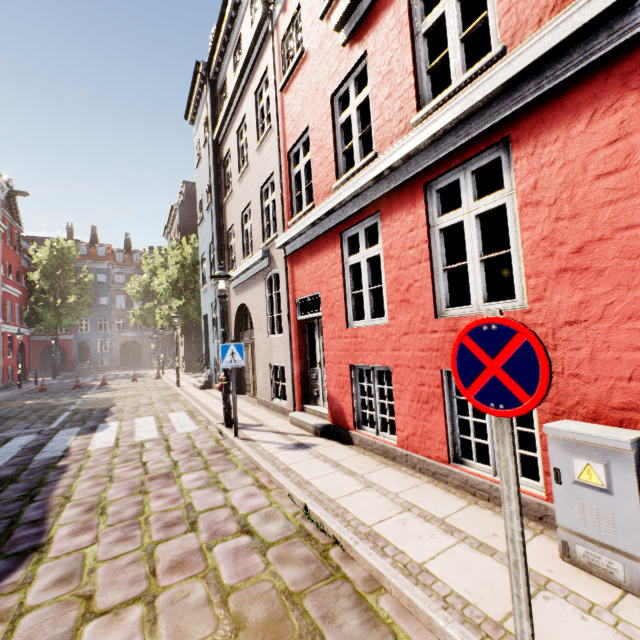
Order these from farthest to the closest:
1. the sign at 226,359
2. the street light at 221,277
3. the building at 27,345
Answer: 1. the building at 27,345
2. the street light at 221,277
3. the sign at 226,359

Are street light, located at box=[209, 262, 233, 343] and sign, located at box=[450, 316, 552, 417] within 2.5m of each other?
no

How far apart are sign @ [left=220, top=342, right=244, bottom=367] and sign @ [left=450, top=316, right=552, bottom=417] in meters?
5.4

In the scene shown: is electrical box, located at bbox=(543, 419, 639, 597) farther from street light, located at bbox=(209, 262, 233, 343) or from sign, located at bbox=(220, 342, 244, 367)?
street light, located at bbox=(209, 262, 233, 343)

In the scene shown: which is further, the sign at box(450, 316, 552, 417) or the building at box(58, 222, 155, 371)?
the building at box(58, 222, 155, 371)

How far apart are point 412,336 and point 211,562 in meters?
3.4 m

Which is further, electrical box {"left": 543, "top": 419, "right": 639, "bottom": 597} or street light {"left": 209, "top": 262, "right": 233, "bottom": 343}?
street light {"left": 209, "top": 262, "right": 233, "bottom": 343}

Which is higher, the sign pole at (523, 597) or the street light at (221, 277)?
the street light at (221, 277)
